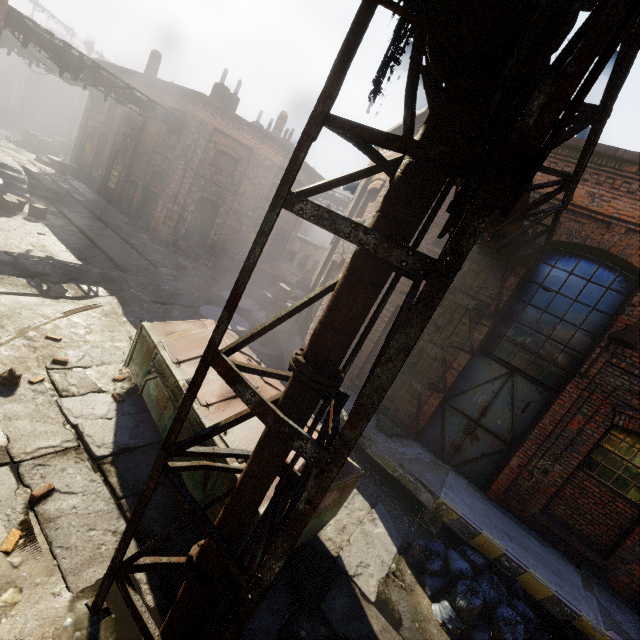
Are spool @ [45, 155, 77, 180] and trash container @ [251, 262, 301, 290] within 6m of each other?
no

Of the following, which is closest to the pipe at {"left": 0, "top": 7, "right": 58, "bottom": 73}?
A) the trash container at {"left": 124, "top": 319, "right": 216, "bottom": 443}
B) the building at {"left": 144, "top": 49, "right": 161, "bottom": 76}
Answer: the building at {"left": 144, "top": 49, "right": 161, "bottom": 76}

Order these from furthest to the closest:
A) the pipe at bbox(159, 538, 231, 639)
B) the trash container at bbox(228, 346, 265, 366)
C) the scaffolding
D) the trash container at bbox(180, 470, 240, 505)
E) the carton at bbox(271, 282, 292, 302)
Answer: the carton at bbox(271, 282, 292, 302) < the trash container at bbox(228, 346, 265, 366) < the trash container at bbox(180, 470, 240, 505) < the pipe at bbox(159, 538, 231, 639) < the scaffolding

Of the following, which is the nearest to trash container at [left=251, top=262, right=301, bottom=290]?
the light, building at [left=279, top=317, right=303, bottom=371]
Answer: building at [left=279, top=317, right=303, bottom=371]

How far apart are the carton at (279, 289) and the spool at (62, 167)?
20.1m

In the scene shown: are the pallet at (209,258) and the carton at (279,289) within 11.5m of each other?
yes

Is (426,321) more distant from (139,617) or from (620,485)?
(620,485)

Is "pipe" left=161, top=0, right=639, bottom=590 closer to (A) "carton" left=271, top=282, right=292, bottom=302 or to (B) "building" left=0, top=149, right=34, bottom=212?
(A) "carton" left=271, top=282, right=292, bottom=302
